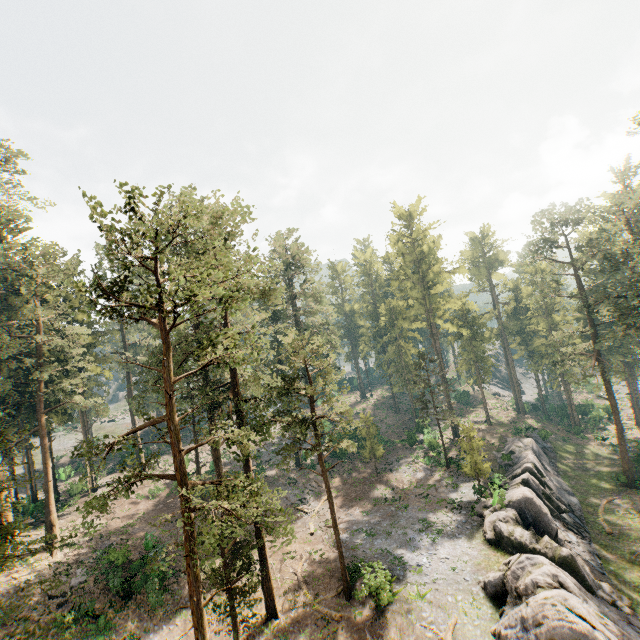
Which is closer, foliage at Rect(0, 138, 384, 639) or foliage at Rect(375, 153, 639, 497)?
foliage at Rect(0, 138, 384, 639)

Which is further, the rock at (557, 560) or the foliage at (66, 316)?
the rock at (557, 560)

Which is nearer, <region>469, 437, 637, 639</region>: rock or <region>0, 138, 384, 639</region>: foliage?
<region>0, 138, 384, 639</region>: foliage

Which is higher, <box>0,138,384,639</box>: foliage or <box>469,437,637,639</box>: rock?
<box>0,138,384,639</box>: foliage

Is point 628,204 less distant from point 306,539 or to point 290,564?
point 306,539

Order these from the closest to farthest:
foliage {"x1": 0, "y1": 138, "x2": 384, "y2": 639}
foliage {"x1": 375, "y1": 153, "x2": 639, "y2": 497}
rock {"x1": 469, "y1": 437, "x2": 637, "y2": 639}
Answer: foliage {"x1": 0, "y1": 138, "x2": 384, "y2": 639}
rock {"x1": 469, "y1": 437, "x2": 637, "y2": 639}
foliage {"x1": 375, "y1": 153, "x2": 639, "y2": 497}
